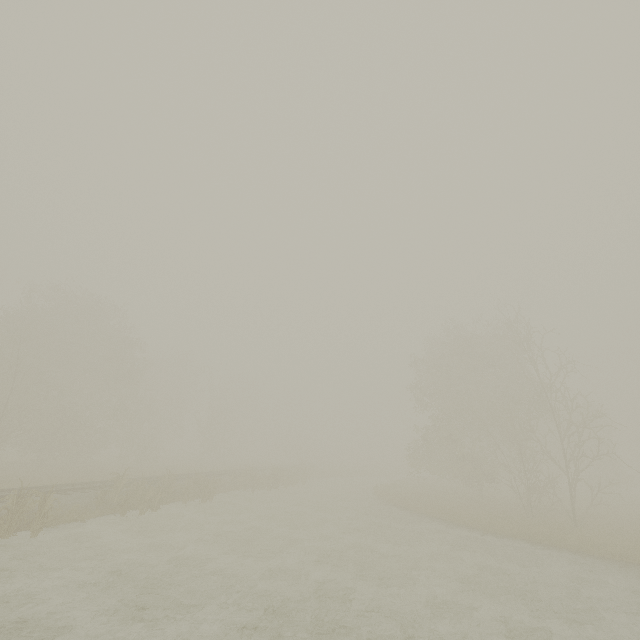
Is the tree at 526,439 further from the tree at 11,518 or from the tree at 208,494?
the tree at 11,518

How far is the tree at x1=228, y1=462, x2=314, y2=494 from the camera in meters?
27.0

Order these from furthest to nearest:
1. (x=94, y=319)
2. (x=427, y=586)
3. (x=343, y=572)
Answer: (x=94, y=319), (x=343, y=572), (x=427, y=586)

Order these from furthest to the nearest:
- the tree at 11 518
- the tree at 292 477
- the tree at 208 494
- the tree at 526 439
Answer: the tree at 292 477 → the tree at 526 439 → the tree at 208 494 → the tree at 11 518

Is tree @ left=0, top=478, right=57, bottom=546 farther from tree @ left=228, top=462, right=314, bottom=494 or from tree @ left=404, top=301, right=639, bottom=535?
tree @ left=404, top=301, right=639, bottom=535

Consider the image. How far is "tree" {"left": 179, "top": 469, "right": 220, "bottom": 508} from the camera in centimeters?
1992cm

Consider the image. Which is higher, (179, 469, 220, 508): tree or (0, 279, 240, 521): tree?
(0, 279, 240, 521): tree

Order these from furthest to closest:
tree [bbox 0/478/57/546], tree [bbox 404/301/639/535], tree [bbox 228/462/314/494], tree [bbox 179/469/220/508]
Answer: tree [bbox 228/462/314/494], tree [bbox 404/301/639/535], tree [bbox 179/469/220/508], tree [bbox 0/478/57/546]
